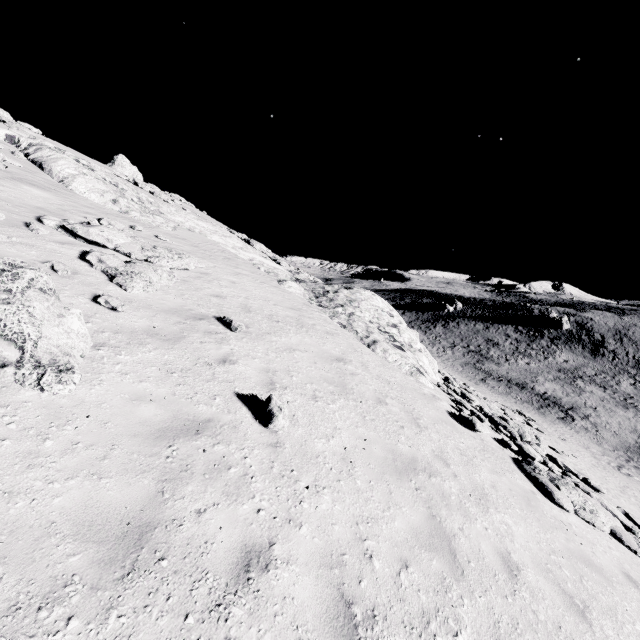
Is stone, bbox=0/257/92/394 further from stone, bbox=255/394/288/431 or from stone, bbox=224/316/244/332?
stone, bbox=224/316/244/332

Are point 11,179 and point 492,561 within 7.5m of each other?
no

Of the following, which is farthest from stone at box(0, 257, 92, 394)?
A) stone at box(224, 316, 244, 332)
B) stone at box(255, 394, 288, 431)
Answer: stone at box(224, 316, 244, 332)

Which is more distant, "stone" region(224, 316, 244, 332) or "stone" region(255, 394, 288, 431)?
"stone" region(224, 316, 244, 332)

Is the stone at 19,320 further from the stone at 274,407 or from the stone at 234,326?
the stone at 234,326

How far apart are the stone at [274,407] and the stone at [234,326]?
2.92m

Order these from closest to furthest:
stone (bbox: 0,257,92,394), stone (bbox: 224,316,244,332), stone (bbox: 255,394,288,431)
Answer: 1. stone (bbox: 0,257,92,394)
2. stone (bbox: 255,394,288,431)
3. stone (bbox: 224,316,244,332)

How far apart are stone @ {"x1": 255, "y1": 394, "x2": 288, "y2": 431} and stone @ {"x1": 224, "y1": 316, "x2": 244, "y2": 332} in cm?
292
